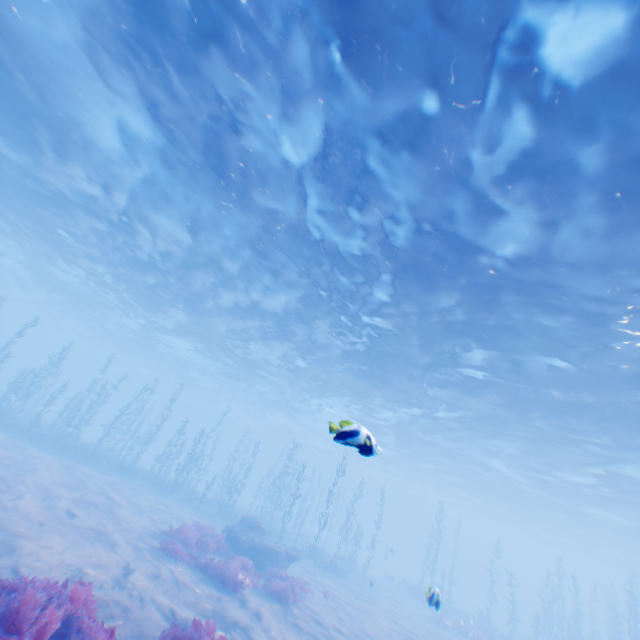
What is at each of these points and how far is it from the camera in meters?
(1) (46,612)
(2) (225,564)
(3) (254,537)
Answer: (1) instancedfoliageactor, 5.1 m
(2) instancedfoliageactor, 12.0 m
(3) rock, 17.1 m

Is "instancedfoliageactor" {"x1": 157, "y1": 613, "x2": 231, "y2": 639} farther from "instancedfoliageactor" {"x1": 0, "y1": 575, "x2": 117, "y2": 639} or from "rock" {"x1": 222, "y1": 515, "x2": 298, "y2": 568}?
"rock" {"x1": 222, "y1": 515, "x2": 298, "y2": 568}

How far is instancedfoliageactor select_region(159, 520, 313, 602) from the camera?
11.70m

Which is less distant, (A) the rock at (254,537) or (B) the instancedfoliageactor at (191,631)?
(B) the instancedfoliageactor at (191,631)

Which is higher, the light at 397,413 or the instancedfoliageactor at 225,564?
the light at 397,413

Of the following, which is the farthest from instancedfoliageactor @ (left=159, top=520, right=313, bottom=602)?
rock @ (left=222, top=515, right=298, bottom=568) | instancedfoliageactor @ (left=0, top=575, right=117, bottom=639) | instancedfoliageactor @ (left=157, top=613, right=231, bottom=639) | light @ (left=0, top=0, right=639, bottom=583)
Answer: light @ (left=0, top=0, right=639, bottom=583)

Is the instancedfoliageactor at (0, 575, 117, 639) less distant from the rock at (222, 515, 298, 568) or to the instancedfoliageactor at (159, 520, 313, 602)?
the instancedfoliageactor at (159, 520, 313, 602)

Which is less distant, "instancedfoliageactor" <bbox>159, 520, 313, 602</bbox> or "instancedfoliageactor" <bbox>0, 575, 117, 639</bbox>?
"instancedfoliageactor" <bbox>0, 575, 117, 639</bbox>
